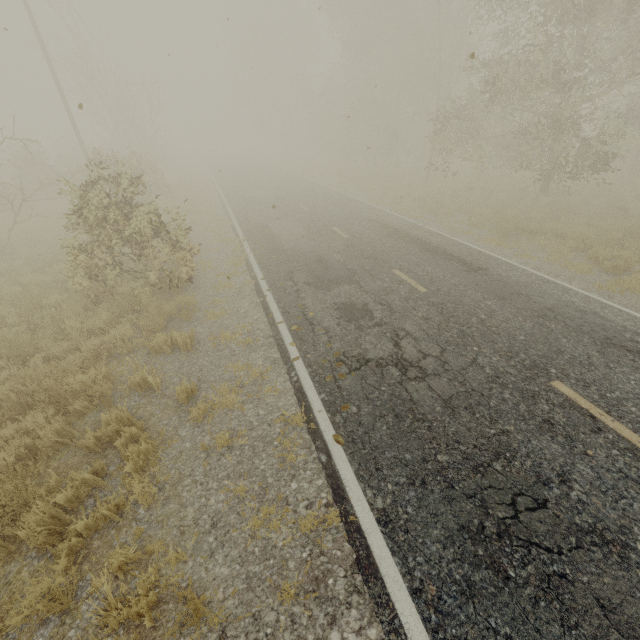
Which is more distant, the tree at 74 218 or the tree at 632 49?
the tree at 632 49

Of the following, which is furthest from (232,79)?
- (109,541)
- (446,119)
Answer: (109,541)

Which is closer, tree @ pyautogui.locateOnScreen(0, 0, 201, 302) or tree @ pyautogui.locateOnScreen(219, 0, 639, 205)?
tree @ pyautogui.locateOnScreen(0, 0, 201, 302)
